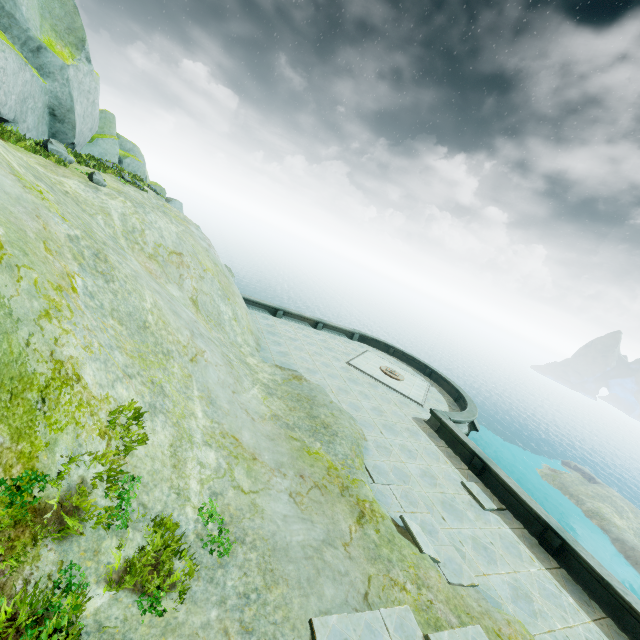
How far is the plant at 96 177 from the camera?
12.93m

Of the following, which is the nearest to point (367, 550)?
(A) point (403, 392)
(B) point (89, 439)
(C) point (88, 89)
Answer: (B) point (89, 439)

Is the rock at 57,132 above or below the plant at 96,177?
above

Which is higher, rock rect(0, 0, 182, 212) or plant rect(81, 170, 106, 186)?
rock rect(0, 0, 182, 212)

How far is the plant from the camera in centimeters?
1293cm
